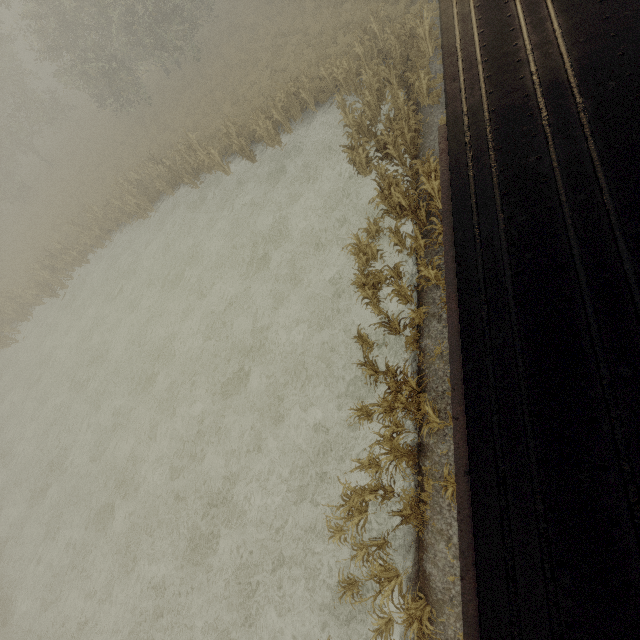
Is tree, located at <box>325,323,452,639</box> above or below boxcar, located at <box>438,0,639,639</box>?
below

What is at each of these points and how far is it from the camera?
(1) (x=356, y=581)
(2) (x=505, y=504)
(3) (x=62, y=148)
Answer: (1) tree, 7.5 meters
(2) boxcar, 2.5 meters
(3) tree, 34.2 meters

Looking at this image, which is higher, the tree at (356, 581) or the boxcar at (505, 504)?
the boxcar at (505, 504)

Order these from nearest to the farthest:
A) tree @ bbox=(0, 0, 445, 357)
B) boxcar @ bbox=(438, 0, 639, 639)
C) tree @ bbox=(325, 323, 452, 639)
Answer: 1. boxcar @ bbox=(438, 0, 639, 639)
2. tree @ bbox=(325, 323, 452, 639)
3. tree @ bbox=(0, 0, 445, 357)

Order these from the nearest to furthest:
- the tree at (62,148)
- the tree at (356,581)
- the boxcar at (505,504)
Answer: the boxcar at (505,504), the tree at (356,581), the tree at (62,148)

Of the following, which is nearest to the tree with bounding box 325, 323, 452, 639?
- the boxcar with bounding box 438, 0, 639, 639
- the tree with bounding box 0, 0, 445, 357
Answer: the boxcar with bounding box 438, 0, 639, 639
